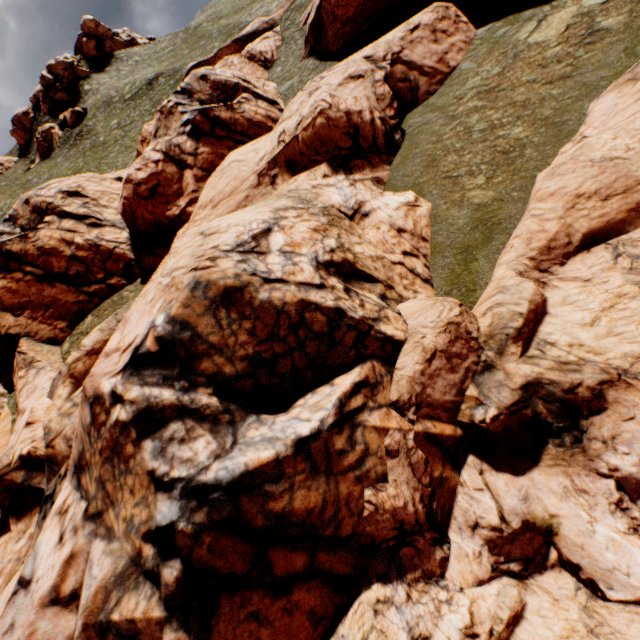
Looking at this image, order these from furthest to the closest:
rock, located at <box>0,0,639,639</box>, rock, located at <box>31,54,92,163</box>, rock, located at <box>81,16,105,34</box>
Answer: rock, located at <box>81,16,105,34</box>
rock, located at <box>31,54,92,163</box>
rock, located at <box>0,0,639,639</box>

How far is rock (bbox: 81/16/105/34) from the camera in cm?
5850

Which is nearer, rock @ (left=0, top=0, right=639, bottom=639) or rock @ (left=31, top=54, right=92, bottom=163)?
rock @ (left=0, top=0, right=639, bottom=639)

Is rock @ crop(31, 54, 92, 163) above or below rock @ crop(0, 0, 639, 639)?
above

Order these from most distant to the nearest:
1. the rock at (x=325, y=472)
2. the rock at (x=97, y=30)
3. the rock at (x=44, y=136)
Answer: the rock at (x=97, y=30)
the rock at (x=44, y=136)
the rock at (x=325, y=472)

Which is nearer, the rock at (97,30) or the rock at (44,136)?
the rock at (44,136)

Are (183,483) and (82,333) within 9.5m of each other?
no
